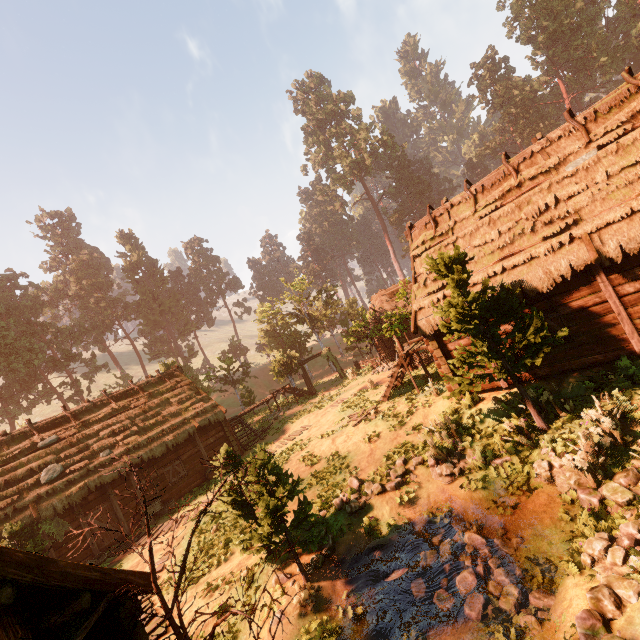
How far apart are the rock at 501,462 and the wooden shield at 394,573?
2.77m

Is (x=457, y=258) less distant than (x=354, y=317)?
Yes

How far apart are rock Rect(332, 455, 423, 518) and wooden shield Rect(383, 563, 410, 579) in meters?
0.6

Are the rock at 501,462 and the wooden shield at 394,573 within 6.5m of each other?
yes

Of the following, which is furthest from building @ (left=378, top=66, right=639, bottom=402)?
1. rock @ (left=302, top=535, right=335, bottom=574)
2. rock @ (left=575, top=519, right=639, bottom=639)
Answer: rock @ (left=575, top=519, right=639, bottom=639)

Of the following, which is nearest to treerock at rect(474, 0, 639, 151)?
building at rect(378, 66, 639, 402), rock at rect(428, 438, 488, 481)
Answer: building at rect(378, 66, 639, 402)

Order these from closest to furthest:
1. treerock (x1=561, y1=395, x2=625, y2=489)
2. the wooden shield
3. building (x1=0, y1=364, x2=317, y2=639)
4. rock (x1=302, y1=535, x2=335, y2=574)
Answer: building (x1=0, y1=364, x2=317, y2=639)
treerock (x1=561, y1=395, x2=625, y2=489)
the wooden shield
rock (x1=302, y1=535, x2=335, y2=574)

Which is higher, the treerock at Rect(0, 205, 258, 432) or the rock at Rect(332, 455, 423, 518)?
the treerock at Rect(0, 205, 258, 432)
